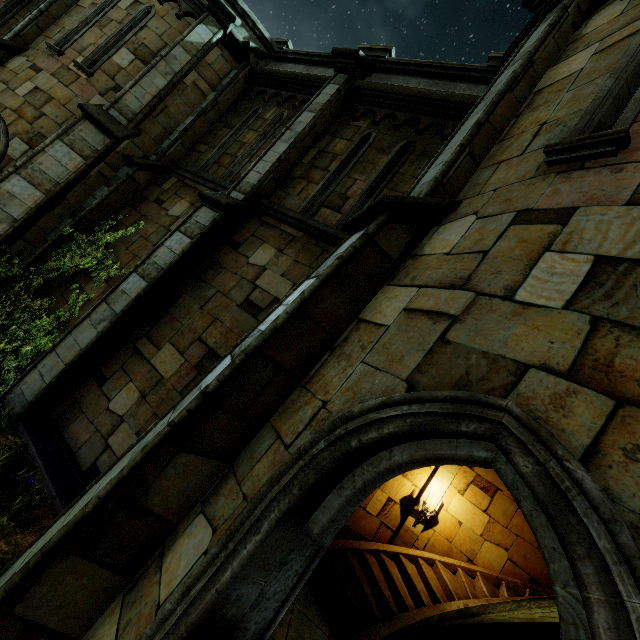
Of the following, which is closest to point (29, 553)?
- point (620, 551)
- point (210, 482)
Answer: point (210, 482)

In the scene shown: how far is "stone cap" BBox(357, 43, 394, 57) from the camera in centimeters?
736cm

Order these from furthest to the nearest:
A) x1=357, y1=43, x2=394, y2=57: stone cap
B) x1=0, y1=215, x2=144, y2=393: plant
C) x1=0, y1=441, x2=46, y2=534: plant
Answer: x1=357, y1=43, x2=394, y2=57: stone cap, x1=0, y1=215, x2=144, y2=393: plant, x1=0, y1=441, x2=46, y2=534: plant

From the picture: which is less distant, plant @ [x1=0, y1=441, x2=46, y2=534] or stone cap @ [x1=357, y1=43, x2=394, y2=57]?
plant @ [x1=0, y1=441, x2=46, y2=534]

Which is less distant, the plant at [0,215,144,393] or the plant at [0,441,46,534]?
the plant at [0,441,46,534]

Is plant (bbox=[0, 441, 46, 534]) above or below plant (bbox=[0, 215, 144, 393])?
below

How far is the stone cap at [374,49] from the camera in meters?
7.4 m

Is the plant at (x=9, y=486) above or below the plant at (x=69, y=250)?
below
